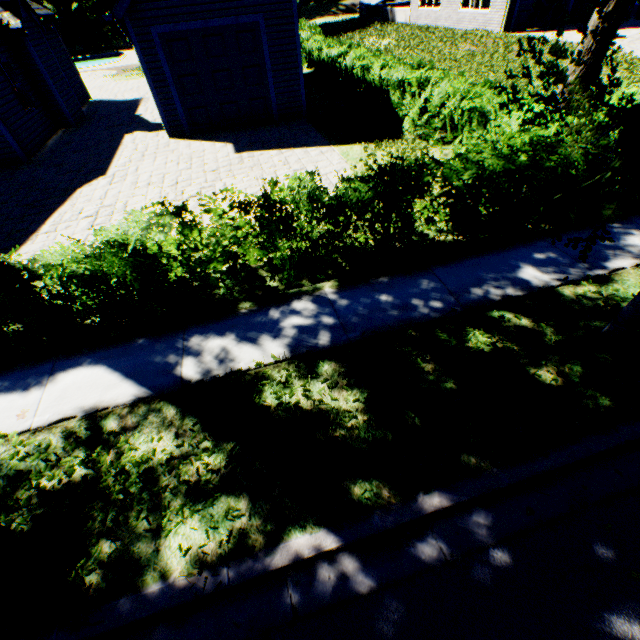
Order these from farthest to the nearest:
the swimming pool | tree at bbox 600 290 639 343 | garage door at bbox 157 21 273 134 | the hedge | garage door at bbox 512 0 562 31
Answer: the swimming pool, garage door at bbox 512 0 562 31, garage door at bbox 157 21 273 134, the hedge, tree at bbox 600 290 639 343

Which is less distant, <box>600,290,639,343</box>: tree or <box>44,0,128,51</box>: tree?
<box>600,290,639,343</box>: tree

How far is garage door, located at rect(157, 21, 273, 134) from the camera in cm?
1023

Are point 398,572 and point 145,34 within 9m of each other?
no

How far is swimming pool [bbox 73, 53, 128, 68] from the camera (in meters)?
31.11

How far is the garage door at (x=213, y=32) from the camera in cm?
1023

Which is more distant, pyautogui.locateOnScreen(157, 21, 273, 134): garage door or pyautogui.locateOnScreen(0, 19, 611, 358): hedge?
pyautogui.locateOnScreen(157, 21, 273, 134): garage door

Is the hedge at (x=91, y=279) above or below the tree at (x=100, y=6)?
below
